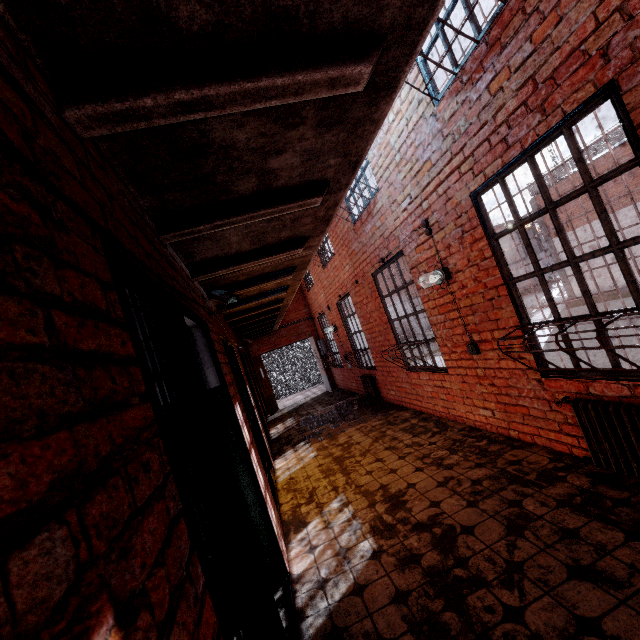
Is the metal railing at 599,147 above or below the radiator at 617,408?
above

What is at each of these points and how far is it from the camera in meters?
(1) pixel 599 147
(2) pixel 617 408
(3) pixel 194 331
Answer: (1) metal railing, 17.3 m
(2) radiator, 2.5 m
(3) building, 3.0 m

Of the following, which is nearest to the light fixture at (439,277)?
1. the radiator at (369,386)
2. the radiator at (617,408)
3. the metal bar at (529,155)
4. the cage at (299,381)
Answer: the metal bar at (529,155)

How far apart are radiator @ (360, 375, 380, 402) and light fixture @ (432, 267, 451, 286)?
4.11m

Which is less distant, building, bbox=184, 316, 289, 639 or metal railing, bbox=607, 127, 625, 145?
building, bbox=184, 316, 289, 639

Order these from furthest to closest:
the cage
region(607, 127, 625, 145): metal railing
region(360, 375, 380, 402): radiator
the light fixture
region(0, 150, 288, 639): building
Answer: region(607, 127, 625, 145): metal railing
the cage
region(360, 375, 380, 402): radiator
the light fixture
region(0, 150, 288, 639): building

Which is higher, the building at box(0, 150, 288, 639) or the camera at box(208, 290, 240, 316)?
the camera at box(208, 290, 240, 316)

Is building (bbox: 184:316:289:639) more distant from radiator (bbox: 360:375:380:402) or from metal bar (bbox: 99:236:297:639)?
radiator (bbox: 360:375:380:402)
